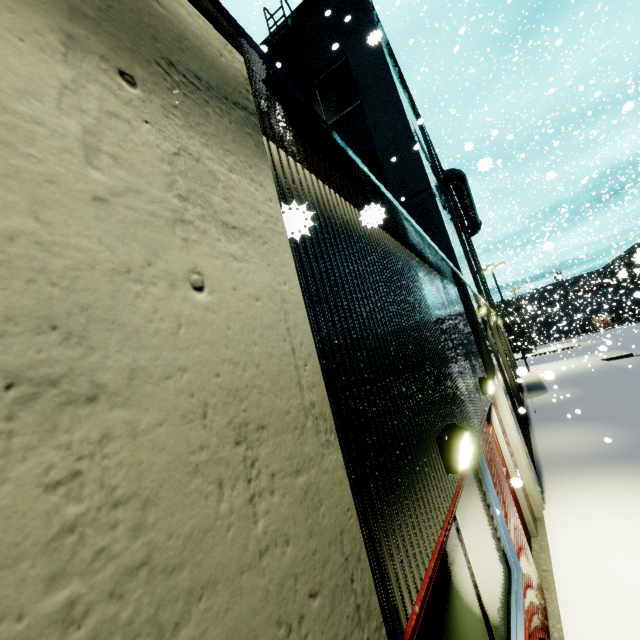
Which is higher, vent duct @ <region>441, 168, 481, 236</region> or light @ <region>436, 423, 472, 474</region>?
vent duct @ <region>441, 168, 481, 236</region>

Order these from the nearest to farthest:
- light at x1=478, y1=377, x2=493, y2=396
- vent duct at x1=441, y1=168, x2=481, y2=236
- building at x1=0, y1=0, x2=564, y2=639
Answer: building at x1=0, y1=0, x2=564, y2=639, light at x1=478, y1=377, x2=493, y2=396, vent duct at x1=441, y1=168, x2=481, y2=236

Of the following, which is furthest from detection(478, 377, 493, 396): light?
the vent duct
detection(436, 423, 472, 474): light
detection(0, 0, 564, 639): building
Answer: the vent duct

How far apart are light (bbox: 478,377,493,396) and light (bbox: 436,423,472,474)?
3.1m

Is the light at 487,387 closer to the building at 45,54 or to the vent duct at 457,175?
the building at 45,54

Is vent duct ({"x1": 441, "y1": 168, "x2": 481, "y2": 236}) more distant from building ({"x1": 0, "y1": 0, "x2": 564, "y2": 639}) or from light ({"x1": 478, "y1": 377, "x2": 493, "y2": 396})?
light ({"x1": 478, "y1": 377, "x2": 493, "y2": 396})

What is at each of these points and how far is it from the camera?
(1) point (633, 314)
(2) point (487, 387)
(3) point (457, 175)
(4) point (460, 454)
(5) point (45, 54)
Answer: (1) building, 59.8 meters
(2) light, 5.5 meters
(3) vent duct, 19.6 meters
(4) light, 2.5 meters
(5) building, 0.6 meters

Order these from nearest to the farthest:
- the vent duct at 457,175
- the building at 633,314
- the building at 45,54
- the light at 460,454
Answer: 1. the building at 45,54
2. the light at 460,454
3. the building at 633,314
4. the vent duct at 457,175
